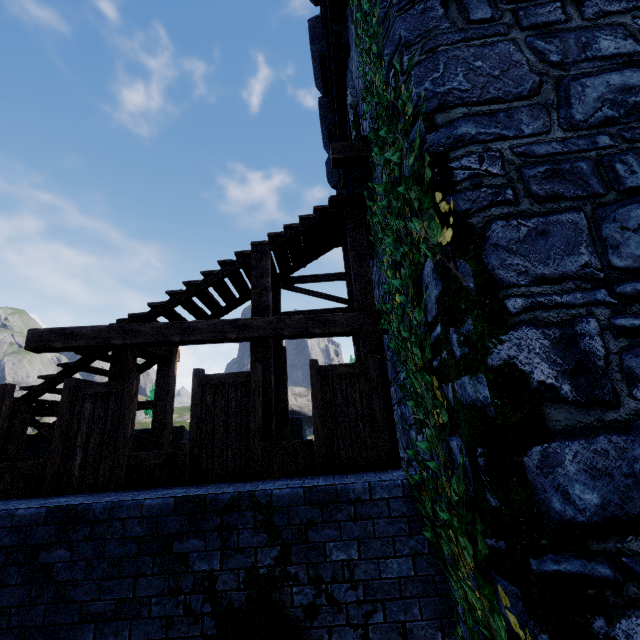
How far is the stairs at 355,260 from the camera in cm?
621

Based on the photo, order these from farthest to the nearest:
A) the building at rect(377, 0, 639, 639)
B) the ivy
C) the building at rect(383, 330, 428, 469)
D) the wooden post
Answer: the wooden post
the building at rect(383, 330, 428, 469)
the ivy
the building at rect(377, 0, 639, 639)

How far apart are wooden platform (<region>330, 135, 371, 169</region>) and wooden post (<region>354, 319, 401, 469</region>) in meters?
2.8 m

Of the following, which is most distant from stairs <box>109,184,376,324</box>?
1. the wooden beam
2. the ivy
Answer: the ivy

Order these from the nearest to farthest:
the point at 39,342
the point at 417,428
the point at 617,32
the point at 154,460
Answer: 1. the point at 617,32
2. the point at 417,428
3. the point at 154,460
4. the point at 39,342

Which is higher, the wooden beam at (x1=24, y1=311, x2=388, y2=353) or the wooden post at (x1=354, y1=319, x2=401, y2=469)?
the wooden beam at (x1=24, y1=311, x2=388, y2=353)

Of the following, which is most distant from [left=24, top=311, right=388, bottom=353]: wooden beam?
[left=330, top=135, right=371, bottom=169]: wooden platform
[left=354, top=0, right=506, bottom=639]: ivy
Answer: [left=330, top=135, right=371, bottom=169]: wooden platform

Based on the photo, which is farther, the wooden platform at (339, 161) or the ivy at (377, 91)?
the wooden platform at (339, 161)
